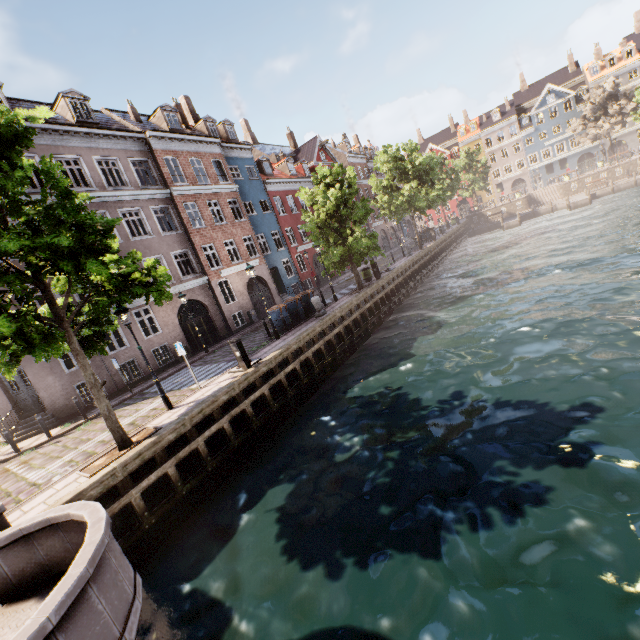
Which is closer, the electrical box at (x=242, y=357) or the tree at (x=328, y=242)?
the electrical box at (x=242, y=357)

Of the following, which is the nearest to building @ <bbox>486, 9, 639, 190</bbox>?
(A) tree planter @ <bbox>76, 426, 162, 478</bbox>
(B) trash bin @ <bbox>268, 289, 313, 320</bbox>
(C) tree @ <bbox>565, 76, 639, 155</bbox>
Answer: (C) tree @ <bbox>565, 76, 639, 155</bbox>

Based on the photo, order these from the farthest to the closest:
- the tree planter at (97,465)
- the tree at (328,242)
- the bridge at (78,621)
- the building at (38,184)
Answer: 1. the tree at (328,242)
2. the building at (38,184)
3. the tree planter at (97,465)
4. the bridge at (78,621)

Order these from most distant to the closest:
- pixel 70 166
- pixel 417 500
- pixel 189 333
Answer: pixel 189 333
pixel 70 166
pixel 417 500

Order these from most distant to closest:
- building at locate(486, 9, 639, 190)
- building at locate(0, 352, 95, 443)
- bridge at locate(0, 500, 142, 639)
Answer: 1. building at locate(486, 9, 639, 190)
2. building at locate(0, 352, 95, 443)
3. bridge at locate(0, 500, 142, 639)

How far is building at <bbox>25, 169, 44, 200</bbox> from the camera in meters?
15.3

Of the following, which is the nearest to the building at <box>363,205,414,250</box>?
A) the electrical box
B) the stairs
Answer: the electrical box

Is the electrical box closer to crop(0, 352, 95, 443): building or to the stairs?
crop(0, 352, 95, 443): building
